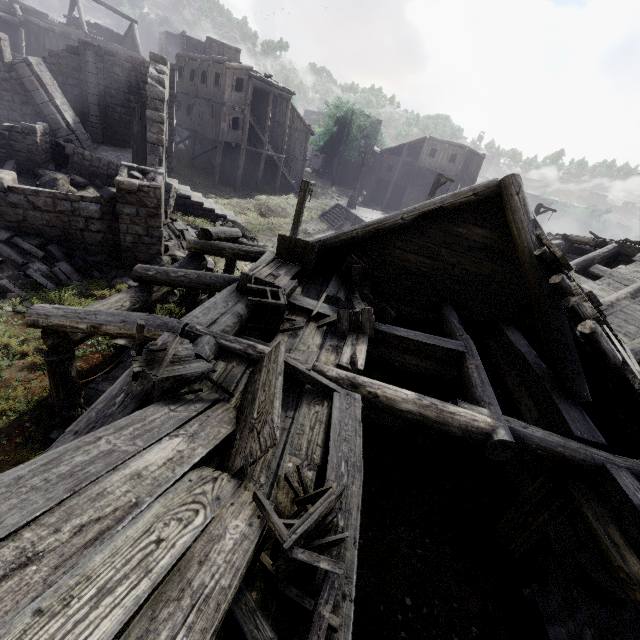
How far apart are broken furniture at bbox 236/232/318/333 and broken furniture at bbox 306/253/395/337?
0.1m

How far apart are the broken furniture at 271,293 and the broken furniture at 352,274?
0.1 meters

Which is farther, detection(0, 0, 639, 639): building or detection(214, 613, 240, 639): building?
detection(0, 0, 639, 639): building

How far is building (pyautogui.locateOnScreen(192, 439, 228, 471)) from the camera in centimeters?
304cm

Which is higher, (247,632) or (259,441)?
(259,441)

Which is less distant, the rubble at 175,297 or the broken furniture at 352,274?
the broken furniture at 352,274

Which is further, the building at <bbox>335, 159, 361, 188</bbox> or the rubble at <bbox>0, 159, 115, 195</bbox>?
the building at <bbox>335, 159, 361, 188</bbox>
